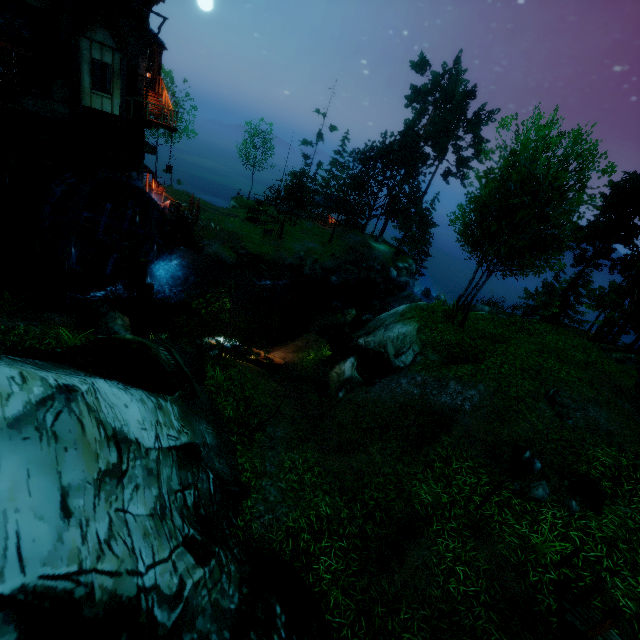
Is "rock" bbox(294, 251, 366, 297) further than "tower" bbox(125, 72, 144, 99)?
Yes

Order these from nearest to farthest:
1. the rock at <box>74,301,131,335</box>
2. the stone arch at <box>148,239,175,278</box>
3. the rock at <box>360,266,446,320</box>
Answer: the rock at <box>74,301,131,335</box> → the stone arch at <box>148,239,175,278</box> → the rock at <box>360,266,446,320</box>

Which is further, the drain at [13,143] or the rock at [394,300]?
the rock at [394,300]

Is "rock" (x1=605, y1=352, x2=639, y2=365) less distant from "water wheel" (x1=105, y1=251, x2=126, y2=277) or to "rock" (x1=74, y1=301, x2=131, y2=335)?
"rock" (x1=74, y1=301, x2=131, y2=335)

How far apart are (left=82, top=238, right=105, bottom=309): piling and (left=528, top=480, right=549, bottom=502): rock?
21.5m

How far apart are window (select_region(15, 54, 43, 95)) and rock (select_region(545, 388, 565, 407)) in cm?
2686

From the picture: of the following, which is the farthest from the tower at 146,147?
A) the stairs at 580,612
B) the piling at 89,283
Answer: the stairs at 580,612

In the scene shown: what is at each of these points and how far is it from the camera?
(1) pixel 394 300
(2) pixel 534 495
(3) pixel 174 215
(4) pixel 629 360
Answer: (1) rock, 37.5 meters
(2) rock, 7.9 meters
(3) box, 25.9 meters
(4) rock, 24.6 meters
